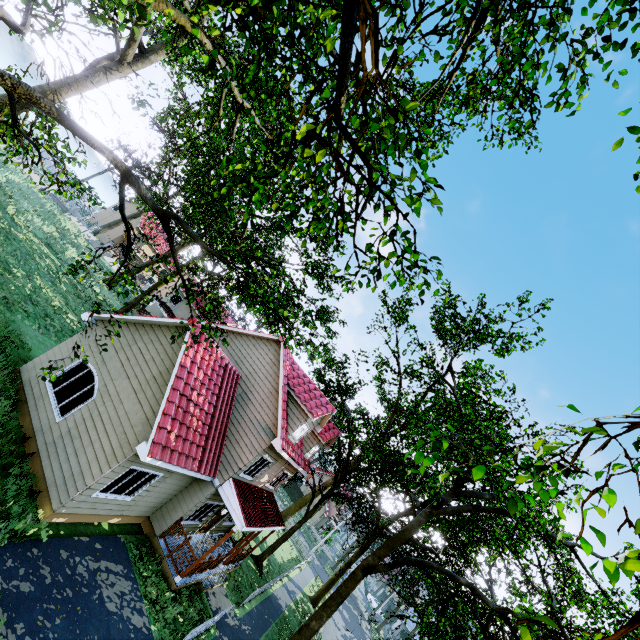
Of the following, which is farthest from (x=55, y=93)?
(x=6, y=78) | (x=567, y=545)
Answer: (x=567, y=545)
